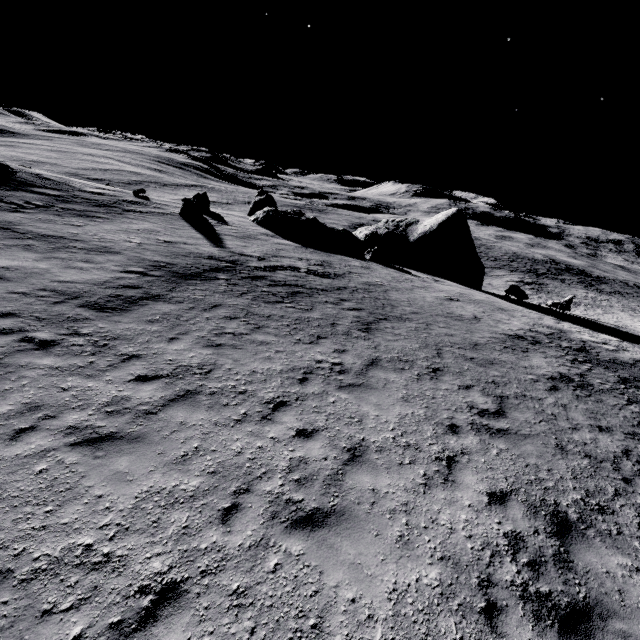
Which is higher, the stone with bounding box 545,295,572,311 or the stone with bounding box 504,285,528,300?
the stone with bounding box 504,285,528,300

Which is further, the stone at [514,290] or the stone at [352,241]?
the stone at [352,241]

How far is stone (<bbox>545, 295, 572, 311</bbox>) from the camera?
27.9 meters

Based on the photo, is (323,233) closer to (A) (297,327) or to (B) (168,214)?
(B) (168,214)

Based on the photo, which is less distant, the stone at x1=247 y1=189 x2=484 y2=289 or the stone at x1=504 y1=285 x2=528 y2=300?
the stone at x1=504 y1=285 x2=528 y2=300

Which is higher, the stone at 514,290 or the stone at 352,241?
the stone at 352,241

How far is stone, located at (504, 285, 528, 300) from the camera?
27.5m
